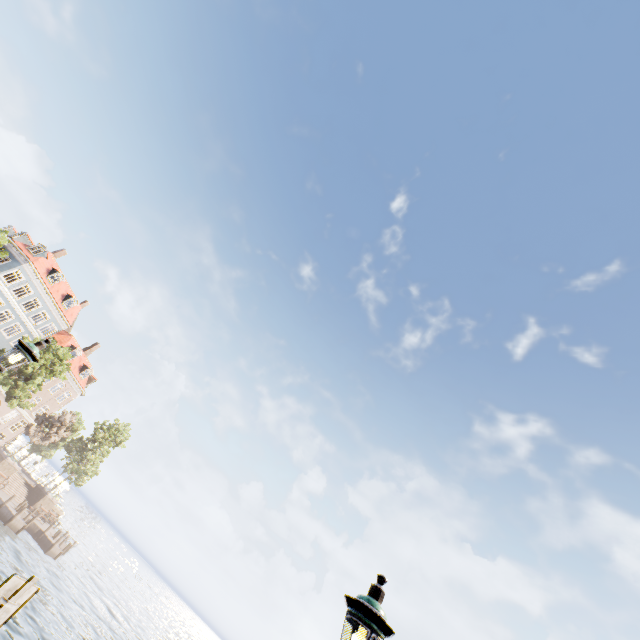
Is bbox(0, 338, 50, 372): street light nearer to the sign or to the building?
the sign

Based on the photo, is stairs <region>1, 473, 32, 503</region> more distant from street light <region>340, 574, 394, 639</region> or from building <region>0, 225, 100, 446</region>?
street light <region>340, 574, 394, 639</region>

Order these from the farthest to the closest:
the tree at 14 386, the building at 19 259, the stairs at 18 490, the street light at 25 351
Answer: the building at 19 259 < the stairs at 18 490 < the tree at 14 386 < the street light at 25 351

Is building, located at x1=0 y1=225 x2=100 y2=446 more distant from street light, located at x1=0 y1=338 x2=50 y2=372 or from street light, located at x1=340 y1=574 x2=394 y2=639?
street light, located at x1=340 y1=574 x2=394 y2=639

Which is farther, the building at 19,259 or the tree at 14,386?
the building at 19,259

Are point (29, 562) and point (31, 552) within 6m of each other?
yes

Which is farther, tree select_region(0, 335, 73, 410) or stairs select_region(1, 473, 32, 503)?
stairs select_region(1, 473, 32, 503)

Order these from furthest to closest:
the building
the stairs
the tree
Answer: the building < the stairs < the tree
